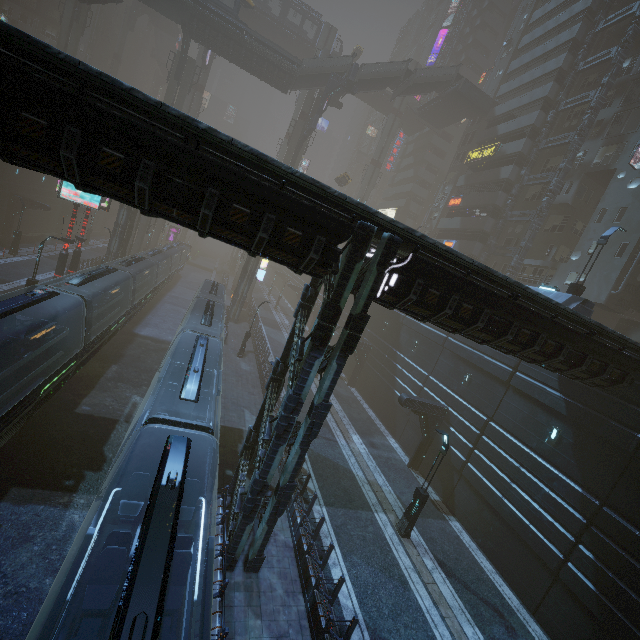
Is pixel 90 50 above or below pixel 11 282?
above

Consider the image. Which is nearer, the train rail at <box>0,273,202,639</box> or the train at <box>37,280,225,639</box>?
the train at <box>37,280,225,639</box>

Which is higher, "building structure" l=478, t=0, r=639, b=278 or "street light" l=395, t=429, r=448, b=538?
"building structure" l=478, t=0, r=639, b=278

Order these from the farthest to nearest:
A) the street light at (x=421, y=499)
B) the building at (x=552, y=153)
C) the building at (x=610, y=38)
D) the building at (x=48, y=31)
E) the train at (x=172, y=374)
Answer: the building at (x=48, y=31) < the building at (x=552, y=153) < the building at (x=610, y=38) < the street light at (x=421, y=499) < the train at (x=172, y=374)

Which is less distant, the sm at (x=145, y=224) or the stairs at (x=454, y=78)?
the stairs at (x=454, y=78)

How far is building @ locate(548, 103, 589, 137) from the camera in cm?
3350

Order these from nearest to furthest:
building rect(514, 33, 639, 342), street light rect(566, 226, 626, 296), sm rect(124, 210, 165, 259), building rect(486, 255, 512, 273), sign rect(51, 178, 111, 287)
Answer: street light rect(566, 226, 626, 296) < sign rect(51, 178, 111, 287) < building rect(514, 33, 639, 342) < building rect(486, 255, 512, 273) < sm rect(124, 210, 165, 259)

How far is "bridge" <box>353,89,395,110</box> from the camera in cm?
5639
